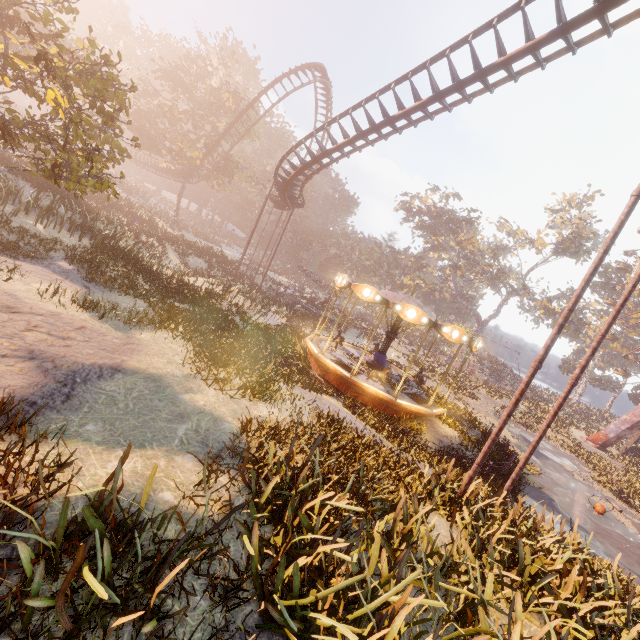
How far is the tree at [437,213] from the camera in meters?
51.0 m

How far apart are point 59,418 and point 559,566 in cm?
907

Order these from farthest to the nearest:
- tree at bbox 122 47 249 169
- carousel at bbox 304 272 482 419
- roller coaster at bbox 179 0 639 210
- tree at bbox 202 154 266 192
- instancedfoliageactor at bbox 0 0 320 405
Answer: tree at bbox 202 154 266 192 < tree at bbox 122 47 249 169 < carousel at bbox 304 272 482 419 < roller coaster at bbox 179 0 639 210 < instancedfoliageactor at bbox 0 0 320 405

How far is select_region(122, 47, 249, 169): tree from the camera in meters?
33.9

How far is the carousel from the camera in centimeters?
1300cm

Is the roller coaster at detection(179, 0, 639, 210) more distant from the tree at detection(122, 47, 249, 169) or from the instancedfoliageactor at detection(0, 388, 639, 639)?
the instancedfoliageactor at detection(0, 388, 639, 639)

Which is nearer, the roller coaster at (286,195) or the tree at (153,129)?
the roller coaster at (286,195)
